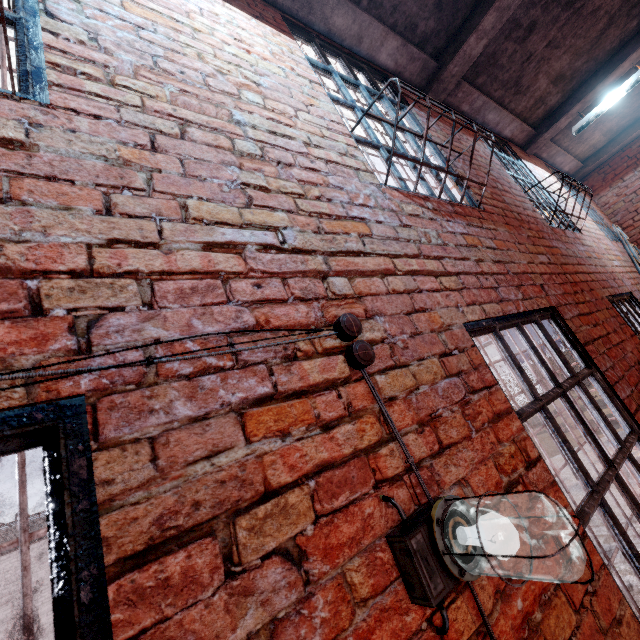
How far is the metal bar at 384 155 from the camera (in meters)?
2.33

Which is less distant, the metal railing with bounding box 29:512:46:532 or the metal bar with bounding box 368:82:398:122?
the metal bar with bounding box 368:82:398:122

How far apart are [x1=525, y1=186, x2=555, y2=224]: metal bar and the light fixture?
4.1 meters

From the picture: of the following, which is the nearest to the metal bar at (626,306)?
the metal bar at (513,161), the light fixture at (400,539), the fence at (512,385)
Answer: the metal bar at (513,161)

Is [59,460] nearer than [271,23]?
Yes

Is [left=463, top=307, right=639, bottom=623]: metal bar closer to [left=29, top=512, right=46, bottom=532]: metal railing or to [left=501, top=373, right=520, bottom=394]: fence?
[left=29, top=512, right=46, bottom=532]: metal railing

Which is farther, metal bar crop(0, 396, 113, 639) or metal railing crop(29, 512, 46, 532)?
metal railing crop(29, 512, 46, 532)
